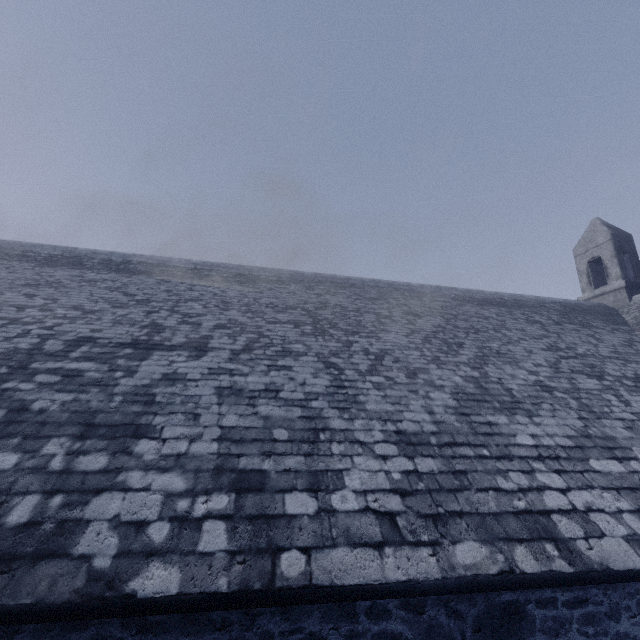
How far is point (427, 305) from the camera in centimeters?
1009cm
